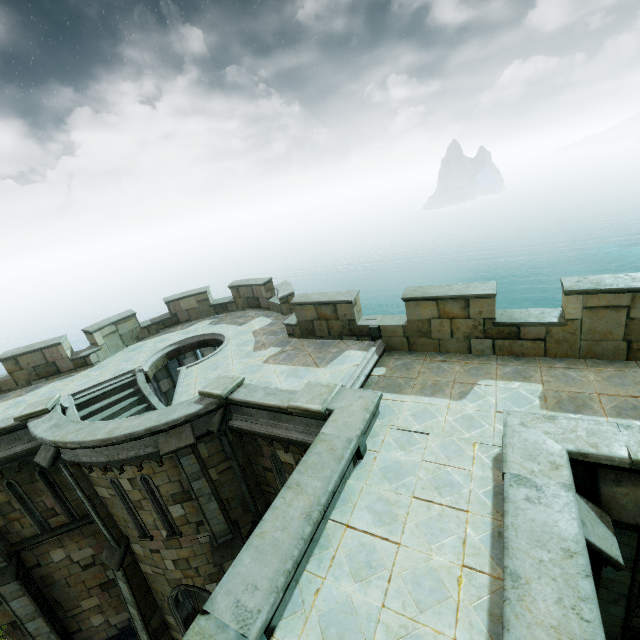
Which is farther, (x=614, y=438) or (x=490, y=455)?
(x=490, y=455)

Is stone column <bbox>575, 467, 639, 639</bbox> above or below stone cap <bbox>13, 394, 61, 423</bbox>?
below

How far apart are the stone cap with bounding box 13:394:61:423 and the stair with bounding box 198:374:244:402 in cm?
539

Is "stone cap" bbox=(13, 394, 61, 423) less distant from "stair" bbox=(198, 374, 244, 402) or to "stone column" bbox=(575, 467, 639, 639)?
"stair" bbox=(198, 374, 244, 402)

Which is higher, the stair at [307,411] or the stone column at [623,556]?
the stair at [307,411]

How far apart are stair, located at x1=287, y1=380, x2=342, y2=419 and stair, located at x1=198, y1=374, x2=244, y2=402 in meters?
2.0

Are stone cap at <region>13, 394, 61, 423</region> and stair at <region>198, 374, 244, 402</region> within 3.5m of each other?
no

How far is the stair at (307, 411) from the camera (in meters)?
7.24
